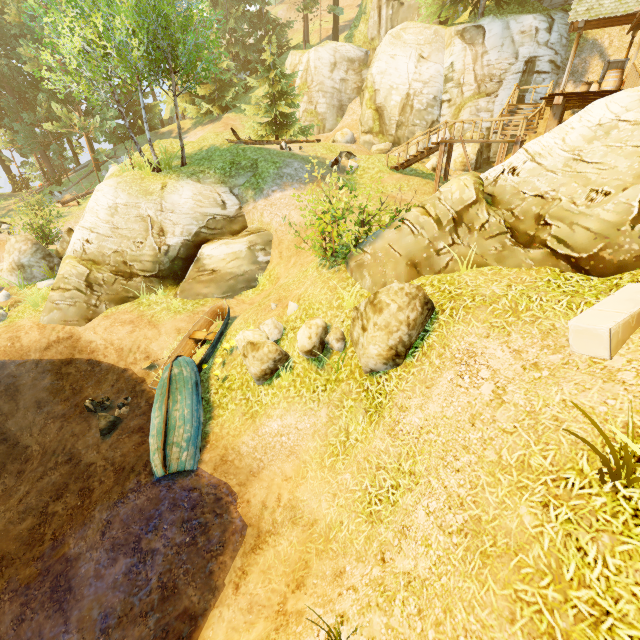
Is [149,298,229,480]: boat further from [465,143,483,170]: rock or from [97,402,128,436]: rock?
[465,143,483,170]: rock

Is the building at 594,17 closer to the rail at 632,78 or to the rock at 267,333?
the rail at 632,78

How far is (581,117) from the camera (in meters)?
8.16

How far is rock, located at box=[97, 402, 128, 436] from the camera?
9.7m

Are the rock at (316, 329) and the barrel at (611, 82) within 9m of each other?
no

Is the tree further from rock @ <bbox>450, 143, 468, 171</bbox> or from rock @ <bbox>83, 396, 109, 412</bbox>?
rock @ <bbox>83, 396, 109, 412</bbox>

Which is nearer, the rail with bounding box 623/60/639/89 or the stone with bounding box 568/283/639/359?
the stone with bounding box 568/283/639/359

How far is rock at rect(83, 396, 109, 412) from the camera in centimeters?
1038cm
